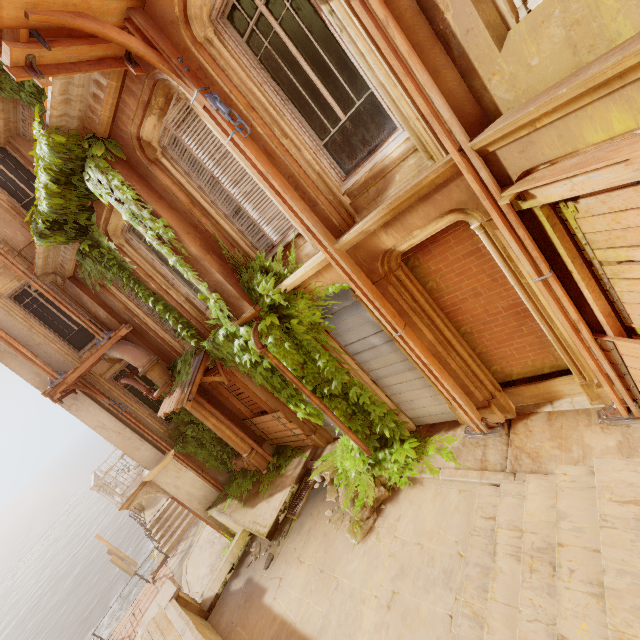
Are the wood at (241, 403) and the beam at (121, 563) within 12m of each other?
no

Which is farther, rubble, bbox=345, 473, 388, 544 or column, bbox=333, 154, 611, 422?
rubble, bbox=345, 473, 388, 544

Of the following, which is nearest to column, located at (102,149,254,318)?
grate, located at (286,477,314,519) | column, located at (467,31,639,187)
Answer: column, located at (467,31,639,187)

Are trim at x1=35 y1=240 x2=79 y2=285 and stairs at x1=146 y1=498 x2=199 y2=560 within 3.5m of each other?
no

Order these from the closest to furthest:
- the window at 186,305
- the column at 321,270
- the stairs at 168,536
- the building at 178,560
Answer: the column at 321,270 → the window at 186,305 → the building at 178,560 → the stairs at 168,536

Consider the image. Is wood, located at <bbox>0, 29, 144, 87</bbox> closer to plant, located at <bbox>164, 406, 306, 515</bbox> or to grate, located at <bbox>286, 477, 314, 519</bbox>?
plant, located at <bbox>164, 406, 306, 515</bbox>

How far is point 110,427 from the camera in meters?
10.6

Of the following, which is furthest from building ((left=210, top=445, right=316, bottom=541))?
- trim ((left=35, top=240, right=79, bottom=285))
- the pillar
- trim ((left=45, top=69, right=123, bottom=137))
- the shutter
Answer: trim ((left=45, top=69, right=123, bottom=137))
